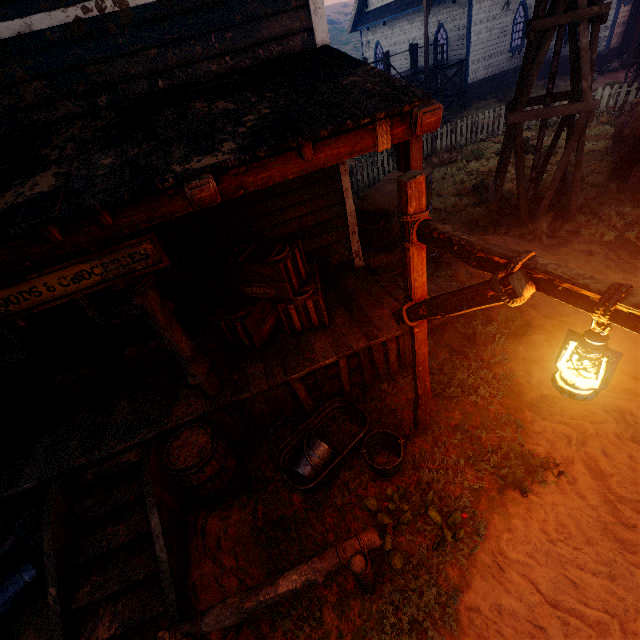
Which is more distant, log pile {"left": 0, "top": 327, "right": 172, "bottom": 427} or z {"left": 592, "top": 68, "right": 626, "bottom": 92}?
z {"left": 592, "top": 68, "right": 626, "bottom": 92}

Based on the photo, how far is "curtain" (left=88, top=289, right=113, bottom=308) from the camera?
5.0m

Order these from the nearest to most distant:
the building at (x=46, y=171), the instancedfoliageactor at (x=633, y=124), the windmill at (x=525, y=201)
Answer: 1. the building at (x=46, y=171)
2. the windmill at (x=525, y=201)
3. the instancedfoliageactor at (x=633, y=124)

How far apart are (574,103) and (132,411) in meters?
9.4

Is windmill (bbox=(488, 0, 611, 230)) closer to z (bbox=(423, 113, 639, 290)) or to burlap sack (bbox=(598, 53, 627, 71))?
z (bbox=(423, 113, 639, 290))

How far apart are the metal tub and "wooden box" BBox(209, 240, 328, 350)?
1.1 meters

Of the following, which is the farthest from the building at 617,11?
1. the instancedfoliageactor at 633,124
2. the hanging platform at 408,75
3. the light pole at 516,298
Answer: the instancedfoliageactor at 633,124

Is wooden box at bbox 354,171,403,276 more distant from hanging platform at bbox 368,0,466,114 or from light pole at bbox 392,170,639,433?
hanging platform at bbox 368,0,466,114
